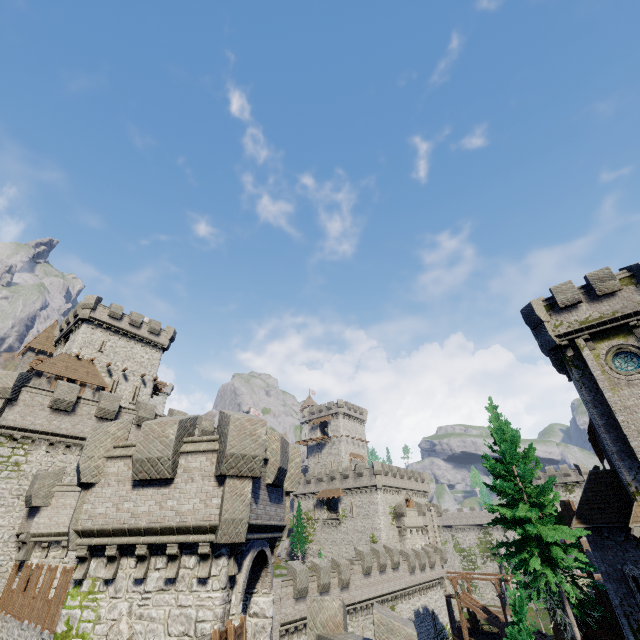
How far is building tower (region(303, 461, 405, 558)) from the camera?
52.0 meters

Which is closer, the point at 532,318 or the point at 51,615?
the point at 51,615

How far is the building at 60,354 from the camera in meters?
33.9 m

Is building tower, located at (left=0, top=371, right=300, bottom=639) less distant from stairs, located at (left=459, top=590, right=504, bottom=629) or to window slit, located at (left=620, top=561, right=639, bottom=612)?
window slit, located at (left=620, top=561, right=639, bottom=612)

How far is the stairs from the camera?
44.97m

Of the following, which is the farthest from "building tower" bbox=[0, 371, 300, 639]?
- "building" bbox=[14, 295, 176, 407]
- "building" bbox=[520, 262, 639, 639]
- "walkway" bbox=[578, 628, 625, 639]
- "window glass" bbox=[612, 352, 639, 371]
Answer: "walkway" bbox=[578, 628, 625, 639]

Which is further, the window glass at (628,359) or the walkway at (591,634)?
the walkway at (591,634)

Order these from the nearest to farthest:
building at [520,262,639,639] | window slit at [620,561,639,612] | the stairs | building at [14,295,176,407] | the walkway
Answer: window slit at [620,561,639,612] → building at [520,262,639,639] → the walkway → building at [14,295,176,407] → the stairs
